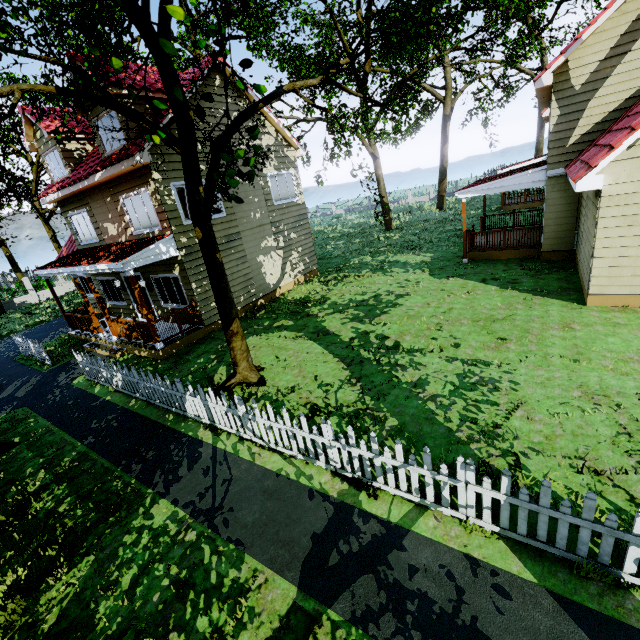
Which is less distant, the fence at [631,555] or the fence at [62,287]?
the fence at [631,555]

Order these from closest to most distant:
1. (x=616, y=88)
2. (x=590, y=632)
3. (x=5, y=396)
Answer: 1. (x=590, y=632)
2. (x=616, y=88)
3. (x=5, y=396)

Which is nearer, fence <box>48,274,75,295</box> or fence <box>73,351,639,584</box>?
fence <box>73,351,639,584</box>

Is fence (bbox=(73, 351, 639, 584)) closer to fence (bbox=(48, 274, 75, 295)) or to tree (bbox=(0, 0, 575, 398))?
tree (bbox=(0, 0, 575, 398))

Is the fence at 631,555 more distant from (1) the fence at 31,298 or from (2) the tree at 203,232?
(1) the fence at 31,298

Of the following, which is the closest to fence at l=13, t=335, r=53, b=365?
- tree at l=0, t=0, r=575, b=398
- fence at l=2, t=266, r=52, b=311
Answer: tree at l=0, t=0, r=575, b=398
